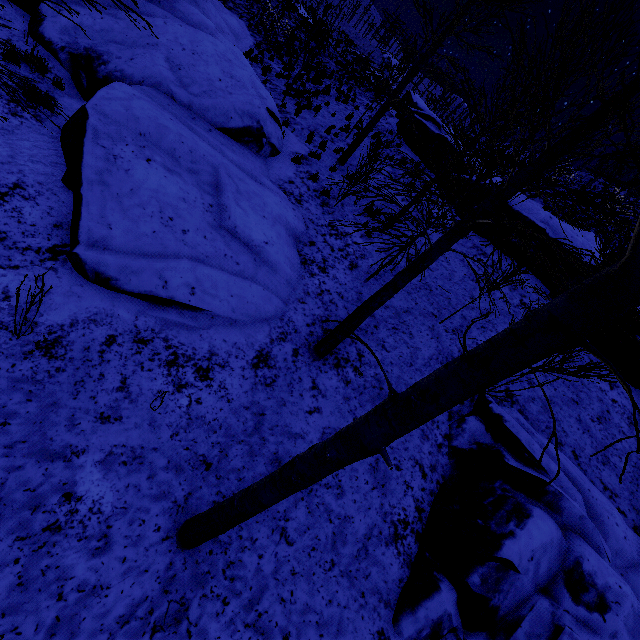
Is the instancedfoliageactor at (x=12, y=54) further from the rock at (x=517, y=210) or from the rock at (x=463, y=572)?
the rock at (x=517, y=210)

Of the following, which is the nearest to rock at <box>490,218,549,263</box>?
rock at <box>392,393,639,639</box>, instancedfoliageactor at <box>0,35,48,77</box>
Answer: rock at <box>392,393,639,639</box>

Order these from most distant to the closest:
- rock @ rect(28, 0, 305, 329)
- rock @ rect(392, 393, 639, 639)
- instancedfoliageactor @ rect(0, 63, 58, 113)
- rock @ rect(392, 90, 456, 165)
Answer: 1. rock @ rect(392, 90, 456, 165)
2. rock @ rect(28, 0, 305, 329)
3. rock @ rect(392, 393, 639, 639)
4. instancedfoliageactor @ rect(0, 63, 58, 113)

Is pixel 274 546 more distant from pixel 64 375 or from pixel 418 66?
pixel 418 66

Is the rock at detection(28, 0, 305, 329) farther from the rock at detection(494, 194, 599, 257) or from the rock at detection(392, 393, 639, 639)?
the rock at detection(494, 194, 599, 257)

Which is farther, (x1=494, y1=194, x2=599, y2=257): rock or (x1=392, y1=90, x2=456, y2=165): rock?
(x1=392, y1=90, x2=456, y2=165): rock

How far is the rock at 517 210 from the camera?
11.95m

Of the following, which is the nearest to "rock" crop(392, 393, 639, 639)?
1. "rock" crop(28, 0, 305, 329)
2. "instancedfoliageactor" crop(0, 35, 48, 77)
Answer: "rock" crop(28, 0, 305, 329)
